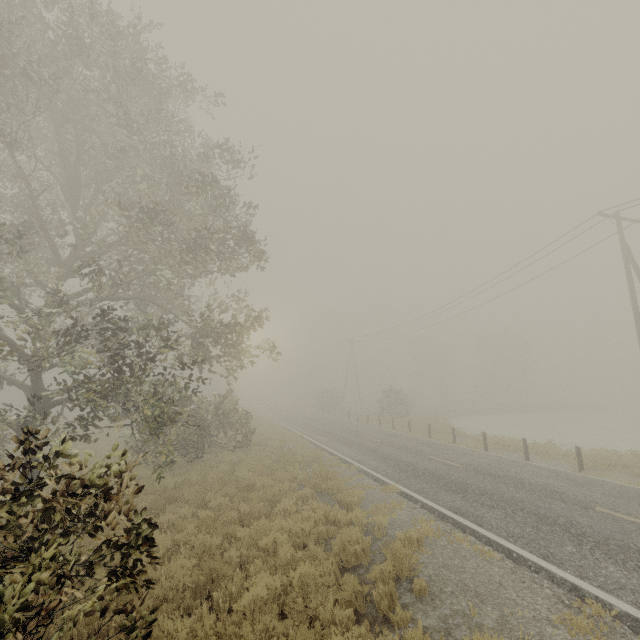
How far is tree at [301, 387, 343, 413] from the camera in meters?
49.2

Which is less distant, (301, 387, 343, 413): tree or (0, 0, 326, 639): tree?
(0, 0, 326, 639): tree

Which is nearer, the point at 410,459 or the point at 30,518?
the point at 30,518

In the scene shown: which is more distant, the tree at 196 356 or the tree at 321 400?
the tree at 321 400

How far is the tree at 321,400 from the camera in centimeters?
4919cm
